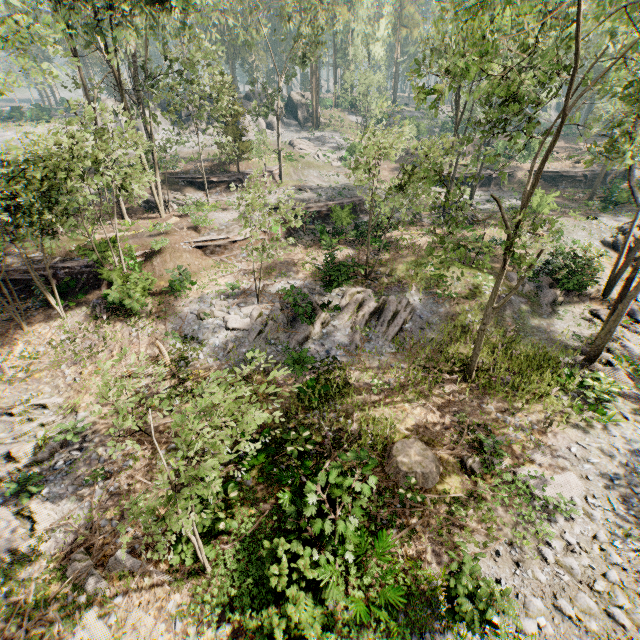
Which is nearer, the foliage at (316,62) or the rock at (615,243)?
the foliage at (316,62)

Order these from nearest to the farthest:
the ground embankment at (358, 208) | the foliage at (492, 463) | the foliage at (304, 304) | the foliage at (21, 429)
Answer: the foliage at (492, 463) → the foliage at (21, 429) → the foliage at (304, 304) → the ground embankment at (358, 208)

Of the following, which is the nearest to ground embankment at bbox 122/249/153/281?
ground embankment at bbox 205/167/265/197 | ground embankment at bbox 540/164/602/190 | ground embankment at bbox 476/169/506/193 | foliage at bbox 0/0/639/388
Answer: foliage at bbox 0/0/639/388

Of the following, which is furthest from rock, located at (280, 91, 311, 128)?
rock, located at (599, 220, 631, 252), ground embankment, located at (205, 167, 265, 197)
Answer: rock, located at (599, 220, 631, 252)

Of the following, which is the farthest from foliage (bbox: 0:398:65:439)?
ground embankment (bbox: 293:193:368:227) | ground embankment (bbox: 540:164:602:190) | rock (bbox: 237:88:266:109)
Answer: ground embankment (bbox: 293:193:368:227)

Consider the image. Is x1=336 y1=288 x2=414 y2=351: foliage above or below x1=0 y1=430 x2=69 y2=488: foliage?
above

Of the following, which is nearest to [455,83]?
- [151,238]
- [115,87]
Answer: [151,238]

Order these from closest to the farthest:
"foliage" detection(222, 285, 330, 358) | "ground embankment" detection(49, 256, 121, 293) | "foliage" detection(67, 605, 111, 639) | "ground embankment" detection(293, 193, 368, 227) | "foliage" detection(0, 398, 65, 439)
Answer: "foliage" detection(67, 605, 111, 639)
"foliage" detection(0, 398, 65, 439)
"foliage" detection(222, 285, 330, 358)
"ground embankment" detection(49, 256, 121, 293)
"ground embankment" detection(293, 193, 368, 227)
